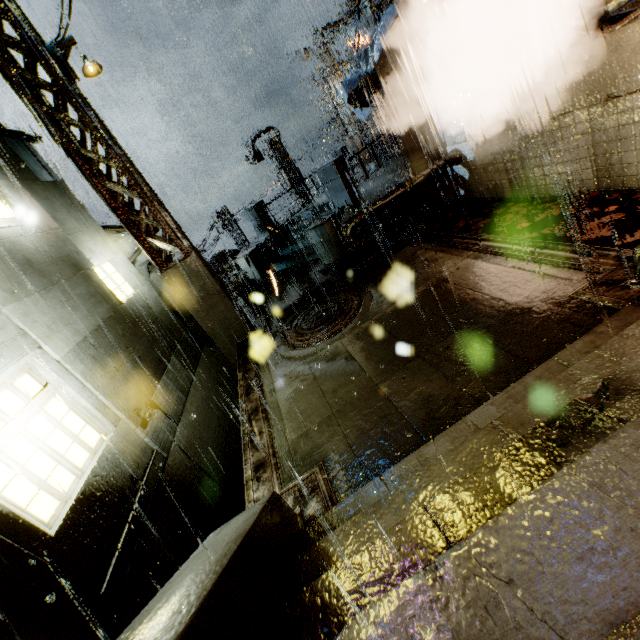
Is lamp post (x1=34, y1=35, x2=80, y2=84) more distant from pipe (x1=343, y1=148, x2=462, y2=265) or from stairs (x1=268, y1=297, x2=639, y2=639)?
stairs (x1=268, y1=297, x2=639, y2=639)

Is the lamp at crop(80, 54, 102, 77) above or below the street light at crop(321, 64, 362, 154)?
above

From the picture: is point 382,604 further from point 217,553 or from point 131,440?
point 131,440

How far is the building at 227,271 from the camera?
19.6 meters

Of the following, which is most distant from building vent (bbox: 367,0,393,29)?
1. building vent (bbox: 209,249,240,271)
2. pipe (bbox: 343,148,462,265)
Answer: building vent (bbox: 209,249,240,271)

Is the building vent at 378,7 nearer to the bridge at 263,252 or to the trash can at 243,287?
the bridge at 263,252

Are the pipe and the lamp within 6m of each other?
no

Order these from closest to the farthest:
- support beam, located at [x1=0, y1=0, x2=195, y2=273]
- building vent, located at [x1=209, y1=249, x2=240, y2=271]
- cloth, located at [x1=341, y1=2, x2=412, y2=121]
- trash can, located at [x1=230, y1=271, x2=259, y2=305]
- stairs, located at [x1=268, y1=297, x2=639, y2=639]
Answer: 1. stairs, located at [x1=268, y1=297, x2=639, y2=639]
2. support beam, located at [x1=0, y1=0, x2=195, y2=273]
3. cloth, located at [x1=341, y1=2, x2=412, y2=121]
4. trash can, located at [x1=230, y1=271, x2=259, y2=305]
5. building vent, located at [x1=209, y1=249, x2=240, y2=271]
